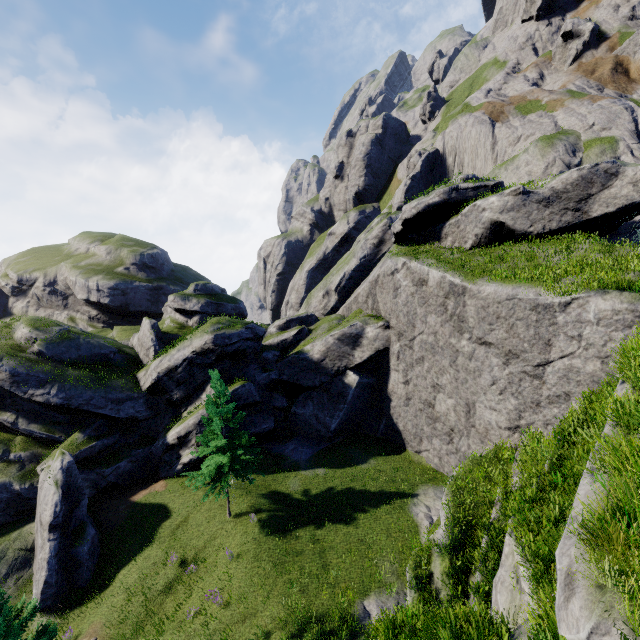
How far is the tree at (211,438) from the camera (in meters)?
20.69

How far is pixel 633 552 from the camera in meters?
4.6 m

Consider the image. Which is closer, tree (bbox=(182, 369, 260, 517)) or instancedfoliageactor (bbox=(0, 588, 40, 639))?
instancedfoliageactor (bbox=(0, 588, 40, 639))

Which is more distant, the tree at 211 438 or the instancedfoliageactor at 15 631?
the tree at 211 438

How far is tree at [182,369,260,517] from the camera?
20.7m
